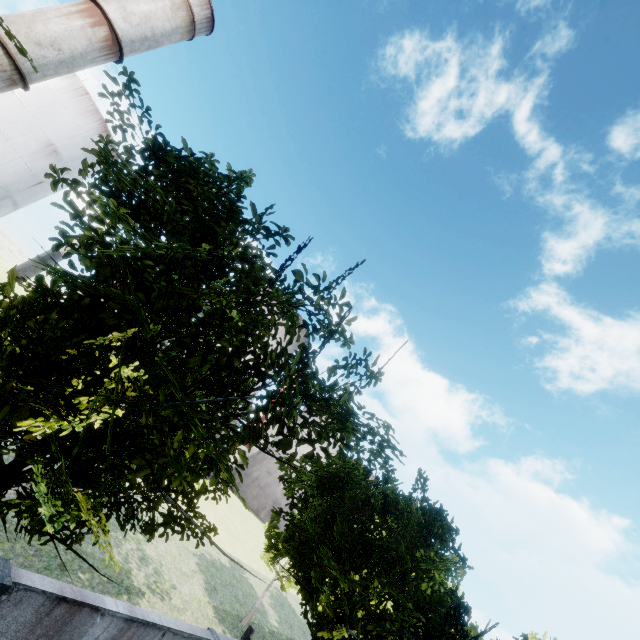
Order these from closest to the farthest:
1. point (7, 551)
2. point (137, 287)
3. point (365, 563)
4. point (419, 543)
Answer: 1. point (137, 287)
2. point (7, 551)
3. point (365, 563)
4. point (419, 543)

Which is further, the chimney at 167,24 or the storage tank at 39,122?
the storage tank at 39,122

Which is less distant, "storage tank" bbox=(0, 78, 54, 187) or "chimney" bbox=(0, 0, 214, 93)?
"chimney" bbox=(0, 0, 214, 93)
